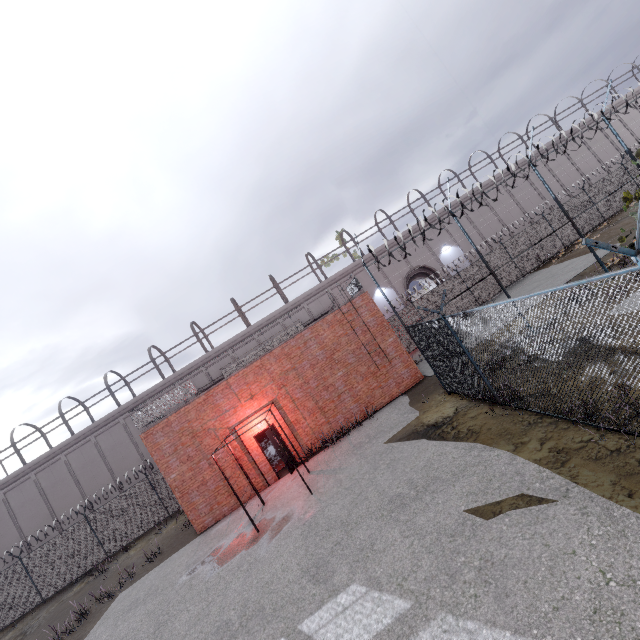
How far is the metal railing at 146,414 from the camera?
14.1 meters

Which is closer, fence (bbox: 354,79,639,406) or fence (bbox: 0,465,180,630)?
fence (bbox: 354,79,639,406)

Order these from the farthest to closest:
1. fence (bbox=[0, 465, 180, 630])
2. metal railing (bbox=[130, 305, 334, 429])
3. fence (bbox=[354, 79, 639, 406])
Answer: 1. fence (bbox=[0, 465, 180, 630])
2. metal railing (bbox=[130, 305, 334, 429])
3. fence (bbox=[354, 79, 639, 406])

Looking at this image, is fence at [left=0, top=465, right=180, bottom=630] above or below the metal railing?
below

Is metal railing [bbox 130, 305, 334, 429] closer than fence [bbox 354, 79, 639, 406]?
No

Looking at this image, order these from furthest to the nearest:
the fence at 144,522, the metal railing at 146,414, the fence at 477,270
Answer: the fence at 144,522 → the metal railing at 146,414 → the fence at 477,270

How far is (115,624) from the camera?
10.3 meters
